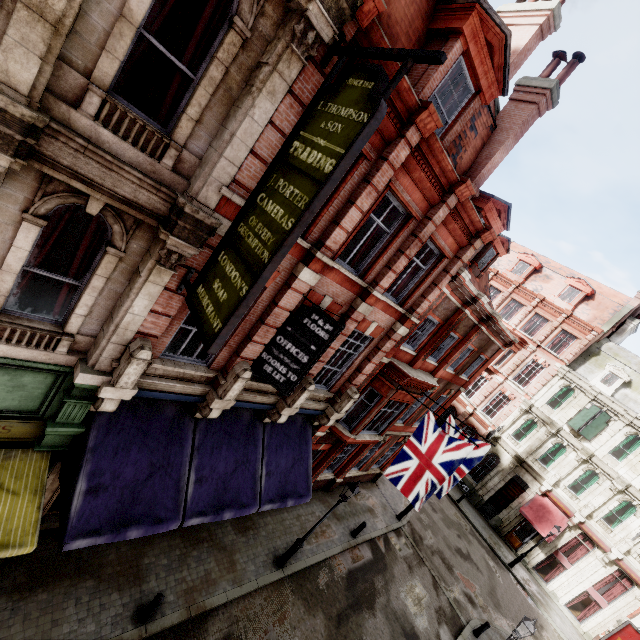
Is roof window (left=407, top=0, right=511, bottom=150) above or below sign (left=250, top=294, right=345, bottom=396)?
above

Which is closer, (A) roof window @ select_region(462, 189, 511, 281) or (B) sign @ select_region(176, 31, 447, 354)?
(B) sign @ select_region(176, 31, 447, 354)

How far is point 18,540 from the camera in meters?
5.8

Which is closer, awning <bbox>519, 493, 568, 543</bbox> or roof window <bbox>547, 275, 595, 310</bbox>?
awning <bbox>519, 493, 568, 543</bbox>

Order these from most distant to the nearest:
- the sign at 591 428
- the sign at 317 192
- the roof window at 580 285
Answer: the roof window at 580 285 → the sign at 591 428 → the sign at 317 192

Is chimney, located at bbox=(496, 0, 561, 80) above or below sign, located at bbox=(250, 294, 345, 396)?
above

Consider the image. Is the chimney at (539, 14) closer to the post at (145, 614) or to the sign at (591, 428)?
the post at (145, 614)

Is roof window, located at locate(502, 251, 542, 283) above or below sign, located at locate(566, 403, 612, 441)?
above
